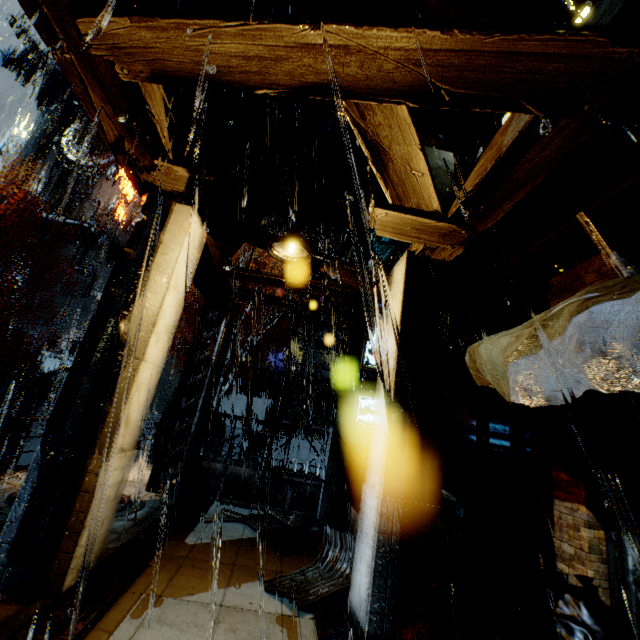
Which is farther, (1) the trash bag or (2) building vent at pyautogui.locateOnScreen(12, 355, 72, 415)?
(2) building vent at pyautogui.locateOnScreen(12, 355, 72, 415)

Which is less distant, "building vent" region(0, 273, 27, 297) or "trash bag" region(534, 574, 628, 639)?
"trash bag" region(534, 574, 628, 639)

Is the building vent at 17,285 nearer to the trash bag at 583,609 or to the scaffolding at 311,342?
the scaffolding at 311,342

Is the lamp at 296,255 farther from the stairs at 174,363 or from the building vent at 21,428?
the building vent at 21,428

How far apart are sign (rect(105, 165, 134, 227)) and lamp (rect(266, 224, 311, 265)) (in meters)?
34.87

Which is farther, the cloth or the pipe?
the pipe

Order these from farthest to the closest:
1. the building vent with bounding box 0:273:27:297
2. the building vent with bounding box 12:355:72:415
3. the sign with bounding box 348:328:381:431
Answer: the building vent with bounding box 0:273:27:297
the building vent with bounding box 12:355:72:415
the sign with bounding box 348:328:381:431

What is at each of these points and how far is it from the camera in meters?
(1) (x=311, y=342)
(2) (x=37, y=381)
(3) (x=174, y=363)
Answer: (1) scaffolding, 16.0
(2) building vent, 22.7
(3) stairs, 23.3
